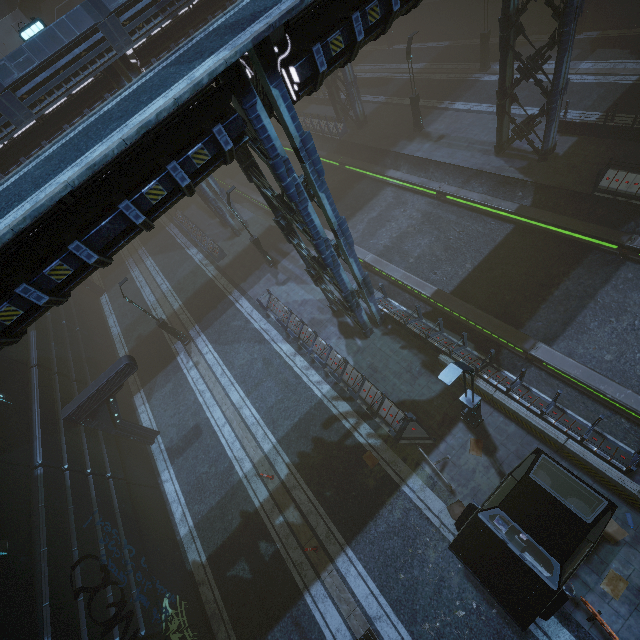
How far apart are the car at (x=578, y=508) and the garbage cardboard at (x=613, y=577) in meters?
1.4 m

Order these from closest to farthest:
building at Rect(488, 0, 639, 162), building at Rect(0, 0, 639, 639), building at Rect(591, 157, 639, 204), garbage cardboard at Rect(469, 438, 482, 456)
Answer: building at Rect(0, 0, 639, 639) → garbage cardboard at Rect(469, 438, 482, 456) → building at Rect(488, 0, 639, 162) → building at Rect(591, 157, 639, 204)

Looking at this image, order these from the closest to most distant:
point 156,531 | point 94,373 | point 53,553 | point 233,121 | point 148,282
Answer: point 233,121, point 53,553, point 156,531, point 94,373, point 148,282

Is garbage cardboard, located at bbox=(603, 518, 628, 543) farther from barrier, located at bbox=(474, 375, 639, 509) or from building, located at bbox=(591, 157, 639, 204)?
building, located at bbox=(591, 157, 639, 204)

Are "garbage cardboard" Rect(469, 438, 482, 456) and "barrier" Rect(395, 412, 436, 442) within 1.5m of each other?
yes

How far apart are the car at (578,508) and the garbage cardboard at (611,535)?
1.21m

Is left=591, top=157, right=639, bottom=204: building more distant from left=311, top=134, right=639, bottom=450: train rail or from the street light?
the street light

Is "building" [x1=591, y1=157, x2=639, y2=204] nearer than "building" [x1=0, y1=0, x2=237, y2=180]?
Yes
